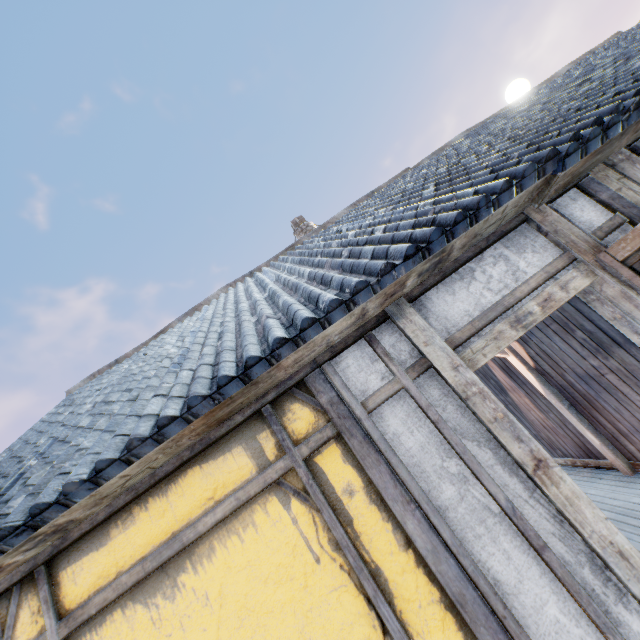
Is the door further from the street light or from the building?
the street light

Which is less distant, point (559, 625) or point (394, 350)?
point (559, 625)

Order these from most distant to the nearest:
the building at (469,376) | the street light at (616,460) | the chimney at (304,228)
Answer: the chimney at (304,228)
the street light at (616,460)
the building at (469,376)

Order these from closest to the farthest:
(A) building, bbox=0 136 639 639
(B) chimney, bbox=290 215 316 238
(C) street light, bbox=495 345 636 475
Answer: (A) building, bbox=0 136 639 639 → (C) street light, bbox=495 345 636 475 → (B) chimney, bbox=290 215 316 238

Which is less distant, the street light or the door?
the door

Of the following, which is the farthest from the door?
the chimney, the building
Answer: the chimney

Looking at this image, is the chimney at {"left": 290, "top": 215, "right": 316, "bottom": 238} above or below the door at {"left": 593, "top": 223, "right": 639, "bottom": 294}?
above

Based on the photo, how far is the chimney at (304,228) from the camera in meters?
10.3 m
